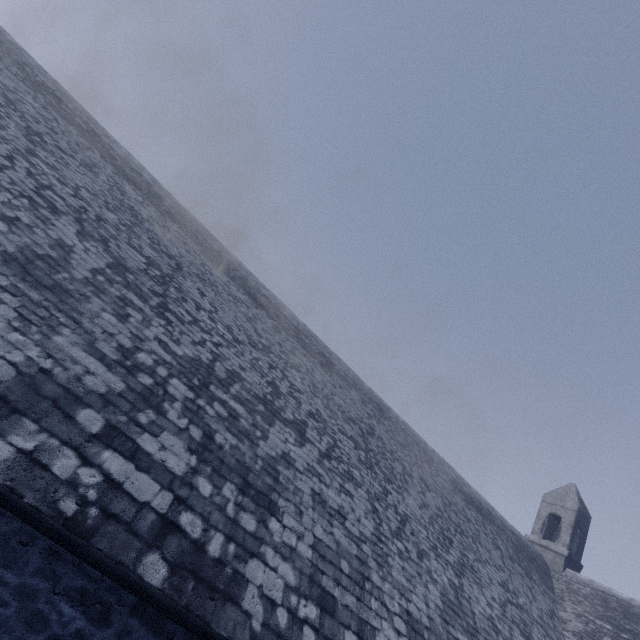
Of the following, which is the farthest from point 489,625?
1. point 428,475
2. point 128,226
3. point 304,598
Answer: point 128,226
